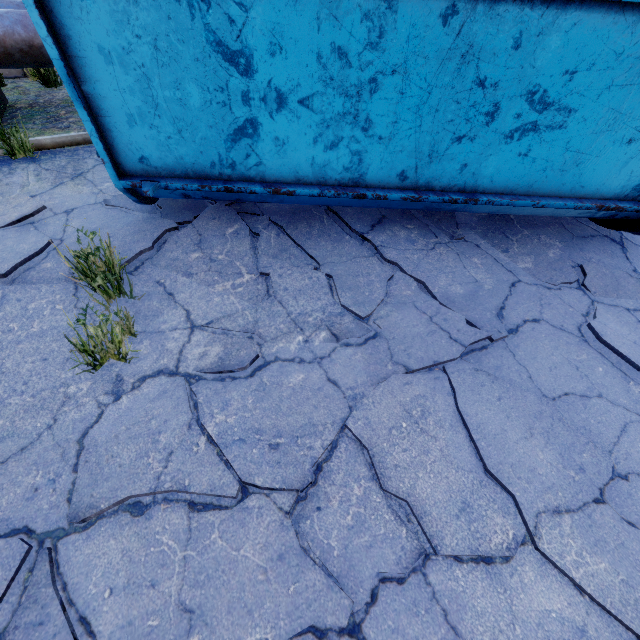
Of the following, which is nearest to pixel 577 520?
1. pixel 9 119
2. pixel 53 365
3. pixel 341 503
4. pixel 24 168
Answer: pixel 341 503

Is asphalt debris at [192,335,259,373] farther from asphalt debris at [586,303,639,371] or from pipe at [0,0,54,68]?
pipe at [0,0,54,68]

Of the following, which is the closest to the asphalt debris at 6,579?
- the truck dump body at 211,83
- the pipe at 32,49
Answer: the truck dump body at 211,83

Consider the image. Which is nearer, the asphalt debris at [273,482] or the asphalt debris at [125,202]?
the asphalt debris at [273,482]

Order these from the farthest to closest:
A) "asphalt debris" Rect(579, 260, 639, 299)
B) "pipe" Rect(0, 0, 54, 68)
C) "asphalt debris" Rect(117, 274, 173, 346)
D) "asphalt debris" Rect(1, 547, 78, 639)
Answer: "pipe" Rect(0, 0, 54, 68), "asphalt debris" Rect(579, 260, 639, 299), "asphalt debris" Rect(117, 274, 173, 346), "asphalt debris" Rect(1, 547, 78, 639)

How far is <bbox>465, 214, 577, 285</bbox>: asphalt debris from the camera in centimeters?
325cm

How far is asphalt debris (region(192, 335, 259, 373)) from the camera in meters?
2.3 m

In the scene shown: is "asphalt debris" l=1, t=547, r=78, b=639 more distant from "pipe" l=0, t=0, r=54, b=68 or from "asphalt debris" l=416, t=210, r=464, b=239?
"pipe" l=0, t=0, r=54, b=68
